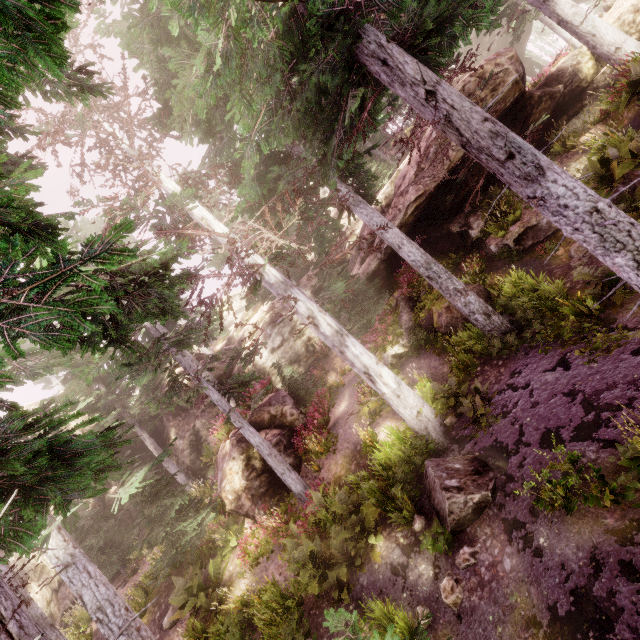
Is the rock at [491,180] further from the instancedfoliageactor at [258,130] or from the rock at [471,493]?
the rock at [471,493]

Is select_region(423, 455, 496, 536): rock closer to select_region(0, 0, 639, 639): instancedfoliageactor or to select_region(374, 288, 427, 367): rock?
select_region(0, 0, 639, 639): instancedfoliageactor

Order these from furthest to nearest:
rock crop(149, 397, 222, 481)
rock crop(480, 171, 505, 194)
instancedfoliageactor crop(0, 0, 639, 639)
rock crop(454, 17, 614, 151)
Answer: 1. rock crop(149, 397, 222, 481)
2. rock crop(480, 171, 505, 194)
3. rock crop(454, 17, 614, 151)
4. instancedfoliageactor crop(0, 0, 639, 639)

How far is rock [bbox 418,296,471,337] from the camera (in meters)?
12.83

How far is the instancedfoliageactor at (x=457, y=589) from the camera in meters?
6.5

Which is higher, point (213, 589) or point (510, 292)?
point (213, 589)
